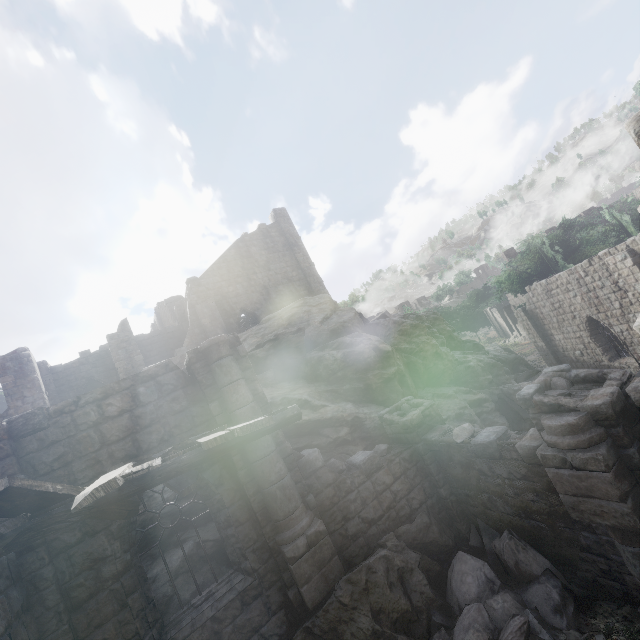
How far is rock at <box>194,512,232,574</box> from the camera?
8.3 meters

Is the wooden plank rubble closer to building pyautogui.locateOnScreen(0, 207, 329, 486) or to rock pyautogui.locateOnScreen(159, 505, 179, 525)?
building pyautogui.locateOnScreen(0, 207, 329, 486)

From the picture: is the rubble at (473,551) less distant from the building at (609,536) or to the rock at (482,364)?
the building at (609,536)

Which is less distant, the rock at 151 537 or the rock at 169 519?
the rock at 151 537

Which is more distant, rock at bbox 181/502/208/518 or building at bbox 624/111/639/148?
rock at bbox 181/502/208/518

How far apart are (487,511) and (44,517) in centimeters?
918cm
